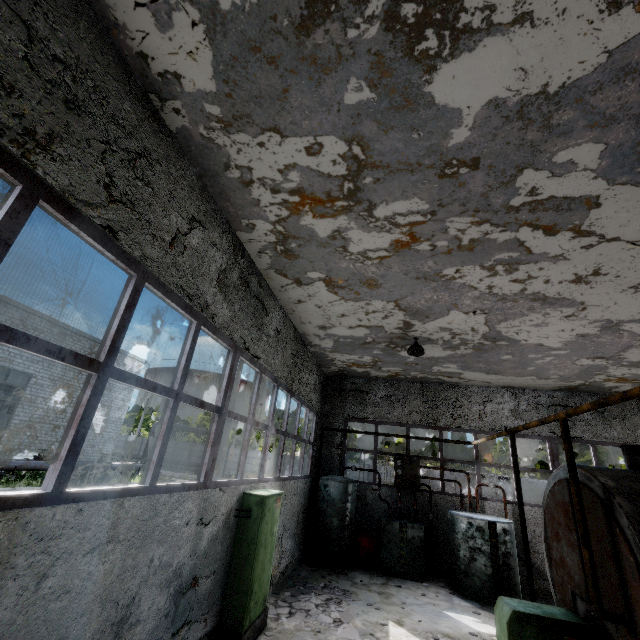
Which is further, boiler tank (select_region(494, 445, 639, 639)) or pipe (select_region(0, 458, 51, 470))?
pipe (select_region(0, 458, 51, 470))

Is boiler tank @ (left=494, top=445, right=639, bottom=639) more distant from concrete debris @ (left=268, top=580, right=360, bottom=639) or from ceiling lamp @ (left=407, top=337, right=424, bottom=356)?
ceiling lamp @ (left=407, top=337, right=424, bottom=356)

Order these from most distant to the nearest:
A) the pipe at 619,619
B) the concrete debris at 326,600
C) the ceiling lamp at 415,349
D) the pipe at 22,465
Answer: the pipe at 22,465
the ceiling lamp at 415,349
the concrete debris at 326,600
the pipe at 619,619

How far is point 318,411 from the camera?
13.45m

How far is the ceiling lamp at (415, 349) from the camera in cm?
919

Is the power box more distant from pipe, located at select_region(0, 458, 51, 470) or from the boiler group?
pipe, located at select_region(0, 458, 51, 470)

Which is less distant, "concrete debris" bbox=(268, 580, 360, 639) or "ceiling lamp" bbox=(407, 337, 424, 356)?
"concrete debris" bbox=(268, 580, 360, 639)

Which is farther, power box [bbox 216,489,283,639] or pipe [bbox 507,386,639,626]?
power box [bbox 216,489,283,639]
